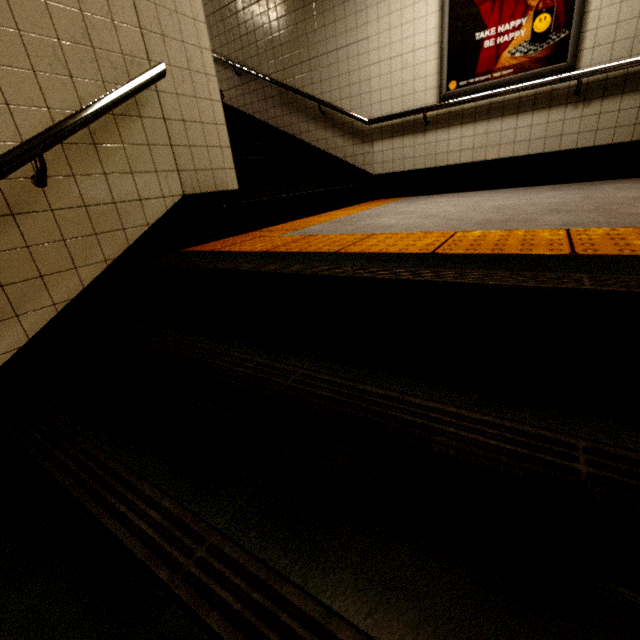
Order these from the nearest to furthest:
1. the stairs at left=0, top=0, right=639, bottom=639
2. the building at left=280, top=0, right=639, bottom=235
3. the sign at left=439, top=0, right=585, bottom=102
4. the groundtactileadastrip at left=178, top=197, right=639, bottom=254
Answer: the stairs at left=0, top=0, right=639, bottom=639
the groundtactileadastrip at left=178, top=197, right=639, bottom=254
the building at left=280, top=0, right=639, bottom=235
the sign at left=439, top=0, right=585, bottom=102

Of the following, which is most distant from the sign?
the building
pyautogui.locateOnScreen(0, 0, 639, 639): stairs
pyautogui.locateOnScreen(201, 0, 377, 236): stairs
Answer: pyautogui.locateOnScreen(0, 0, 639, 639): stairs

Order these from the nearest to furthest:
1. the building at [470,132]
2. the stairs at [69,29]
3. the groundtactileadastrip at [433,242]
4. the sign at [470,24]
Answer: the stairs at [69,29], the groundtactileadastrip at [433,242], the building at [470,132], the sign at [470,24]

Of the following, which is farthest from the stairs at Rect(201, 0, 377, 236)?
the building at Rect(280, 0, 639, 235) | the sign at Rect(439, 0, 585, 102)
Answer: the sign at Rect(439, 0, 585, 102)

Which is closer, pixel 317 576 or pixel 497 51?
pixel 317 576

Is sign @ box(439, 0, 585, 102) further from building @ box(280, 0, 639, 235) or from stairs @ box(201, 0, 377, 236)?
stairs @ box(201, 0, 377, 236)

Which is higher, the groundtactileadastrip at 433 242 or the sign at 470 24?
the sign at 470 24

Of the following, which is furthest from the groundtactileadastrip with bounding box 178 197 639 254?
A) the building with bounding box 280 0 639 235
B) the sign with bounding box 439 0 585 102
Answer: the sign with bounding box 439 0 585 102
